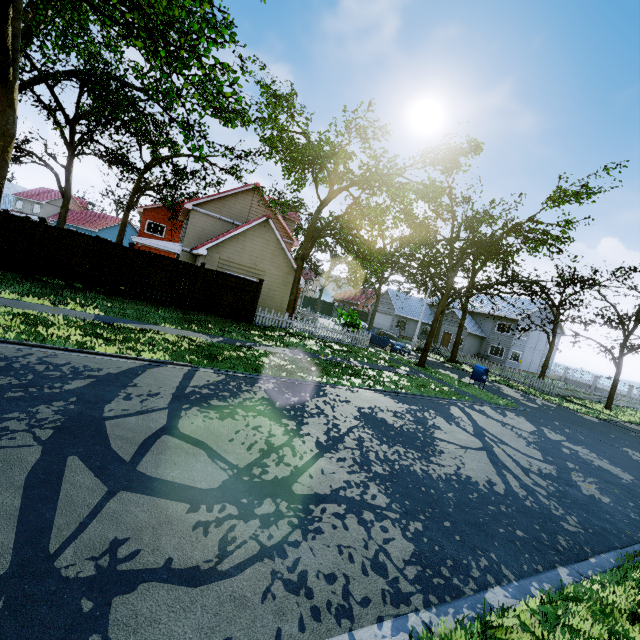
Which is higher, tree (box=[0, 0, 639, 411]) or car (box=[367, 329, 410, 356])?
tree (box=[0, 0, 639, 411])

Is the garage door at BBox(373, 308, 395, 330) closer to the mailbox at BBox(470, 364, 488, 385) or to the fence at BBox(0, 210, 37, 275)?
the fence at BBox(0, 210, 37, 275)

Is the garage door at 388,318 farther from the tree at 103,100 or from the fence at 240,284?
the fence at 240,284

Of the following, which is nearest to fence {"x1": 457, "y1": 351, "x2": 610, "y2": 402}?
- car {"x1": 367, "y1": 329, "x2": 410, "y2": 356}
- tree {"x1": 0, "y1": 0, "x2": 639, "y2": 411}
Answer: tree {"x1": 0, "y1": 0, "x2": 639, "y2": 411}

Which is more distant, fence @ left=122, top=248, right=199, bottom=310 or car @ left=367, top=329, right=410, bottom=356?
car @ left=367, top=329, right=410, bottom=356

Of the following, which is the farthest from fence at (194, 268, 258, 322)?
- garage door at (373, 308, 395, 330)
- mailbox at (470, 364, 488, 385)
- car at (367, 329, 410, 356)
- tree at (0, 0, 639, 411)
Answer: mailbox at (470, 364, 488, 385)

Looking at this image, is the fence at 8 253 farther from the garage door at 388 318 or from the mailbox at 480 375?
the mailbox at 480 375

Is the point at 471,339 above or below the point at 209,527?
above
